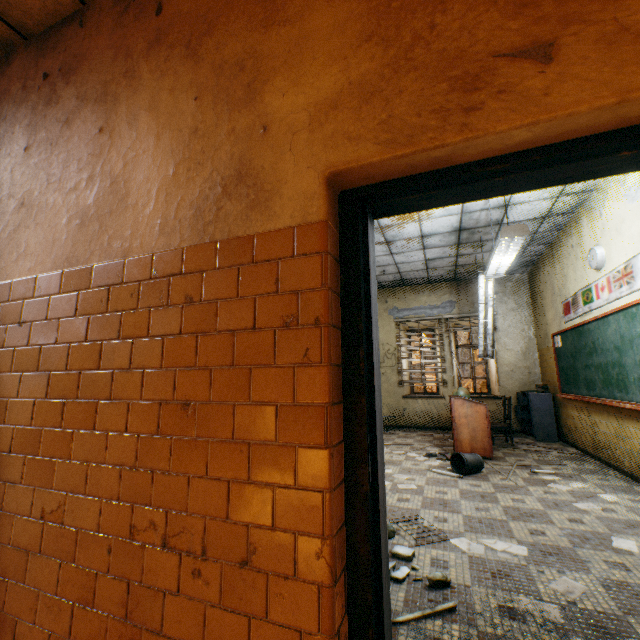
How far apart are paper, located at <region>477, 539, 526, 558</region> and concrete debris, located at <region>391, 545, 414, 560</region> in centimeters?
43cm

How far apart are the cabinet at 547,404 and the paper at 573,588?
5.6 meters

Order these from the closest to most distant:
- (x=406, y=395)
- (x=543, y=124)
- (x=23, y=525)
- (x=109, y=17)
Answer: (x=543, y=124)
(x=23, y=525)
(x=109, y=17)
(x=406, y=395)

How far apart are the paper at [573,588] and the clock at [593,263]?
4.1 meters

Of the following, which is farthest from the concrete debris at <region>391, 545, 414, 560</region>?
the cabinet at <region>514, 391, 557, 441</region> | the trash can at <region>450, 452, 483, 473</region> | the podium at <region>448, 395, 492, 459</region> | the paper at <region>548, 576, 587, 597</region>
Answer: the cabinet at <region>514, 391, 557, 441</region>

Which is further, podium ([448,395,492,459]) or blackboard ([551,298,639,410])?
podium ([448,395,492,459])

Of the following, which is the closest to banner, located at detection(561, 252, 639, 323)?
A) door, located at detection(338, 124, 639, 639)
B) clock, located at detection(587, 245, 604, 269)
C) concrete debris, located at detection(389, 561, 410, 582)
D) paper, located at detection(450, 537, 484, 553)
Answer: clock, located at detection(587, 245, 604, 269)

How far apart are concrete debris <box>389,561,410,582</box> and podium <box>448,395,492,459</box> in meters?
3.6
